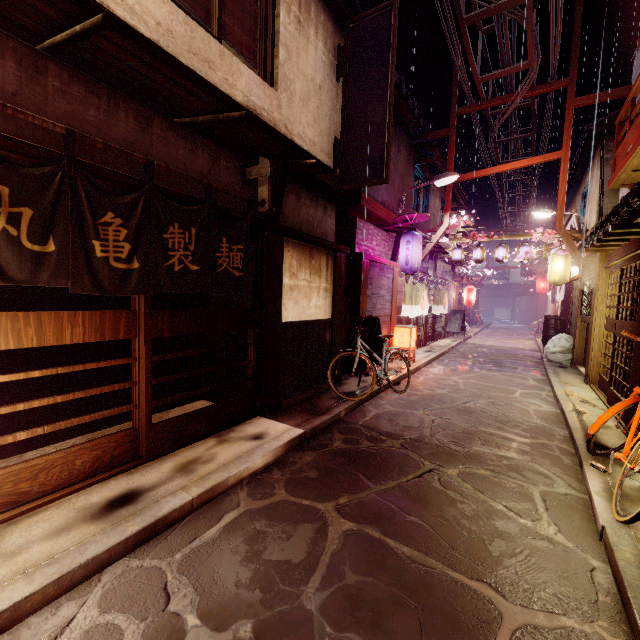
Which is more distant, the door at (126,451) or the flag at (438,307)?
the flag at (438,307)

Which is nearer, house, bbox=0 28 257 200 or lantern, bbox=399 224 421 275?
house, bbox=0 28 257 200

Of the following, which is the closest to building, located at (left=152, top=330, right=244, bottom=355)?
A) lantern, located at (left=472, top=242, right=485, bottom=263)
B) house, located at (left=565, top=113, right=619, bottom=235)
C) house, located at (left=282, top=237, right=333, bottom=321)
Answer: house, located at (left=282, top=237, right=333, bottom=321)

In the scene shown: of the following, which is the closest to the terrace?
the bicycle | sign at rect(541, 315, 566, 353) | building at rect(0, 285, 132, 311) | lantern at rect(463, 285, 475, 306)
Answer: the bicycle

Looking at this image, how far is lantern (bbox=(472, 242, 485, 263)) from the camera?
23.50m

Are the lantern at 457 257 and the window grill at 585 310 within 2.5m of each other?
no

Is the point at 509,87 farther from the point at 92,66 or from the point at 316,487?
the point at 316,487

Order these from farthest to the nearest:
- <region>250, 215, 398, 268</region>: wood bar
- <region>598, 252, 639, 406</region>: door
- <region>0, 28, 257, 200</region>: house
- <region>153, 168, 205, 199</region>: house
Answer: <region>598, 252, 639, 406</region>: door < <region>250, 215, 398, 268</region>: wood bar < <region>153, 168, 205, 199</region>: house < <region>0, 28, 257, 200</region>: house
